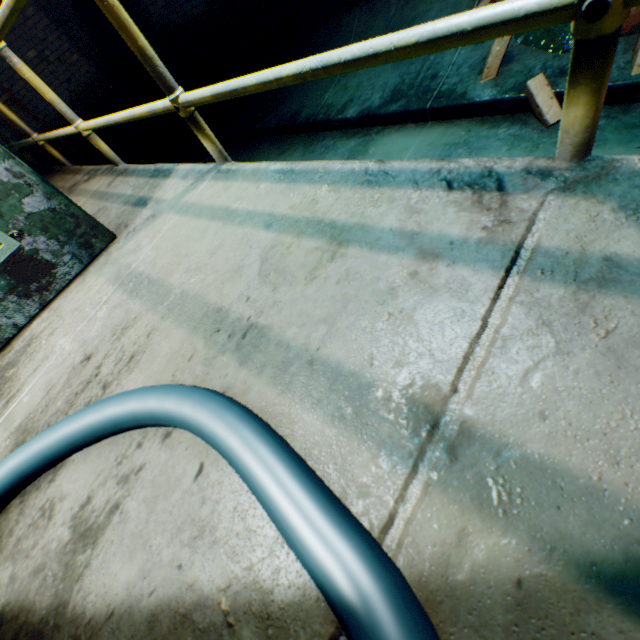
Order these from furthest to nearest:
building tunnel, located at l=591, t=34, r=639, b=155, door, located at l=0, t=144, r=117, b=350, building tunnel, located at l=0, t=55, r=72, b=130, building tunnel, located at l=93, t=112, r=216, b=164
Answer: building tunnel, located at l=0, t=55, r=72, b=130 → building tunnel, located at l=93, t=112, r=216, b=164 → building tunnel, located at l=591, t=34, r=639, b=155 → door, located at l=0, t=144, r=117, b=350

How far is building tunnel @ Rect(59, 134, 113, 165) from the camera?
6.20m

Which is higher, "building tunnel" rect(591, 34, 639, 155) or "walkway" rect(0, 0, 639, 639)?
"walkway" rect(0, 0, 639, 639)

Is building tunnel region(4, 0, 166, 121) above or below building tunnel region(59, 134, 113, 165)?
above

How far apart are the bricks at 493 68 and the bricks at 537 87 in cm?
34

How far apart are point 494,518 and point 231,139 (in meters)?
4.87

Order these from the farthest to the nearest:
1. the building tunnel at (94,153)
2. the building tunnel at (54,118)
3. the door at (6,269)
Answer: the building tunnel at (94,153), the building tunnel at (54,118), the door at (6,269)

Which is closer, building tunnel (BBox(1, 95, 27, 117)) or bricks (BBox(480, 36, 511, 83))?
bricks (BBox(480, 36, 511, 83))
